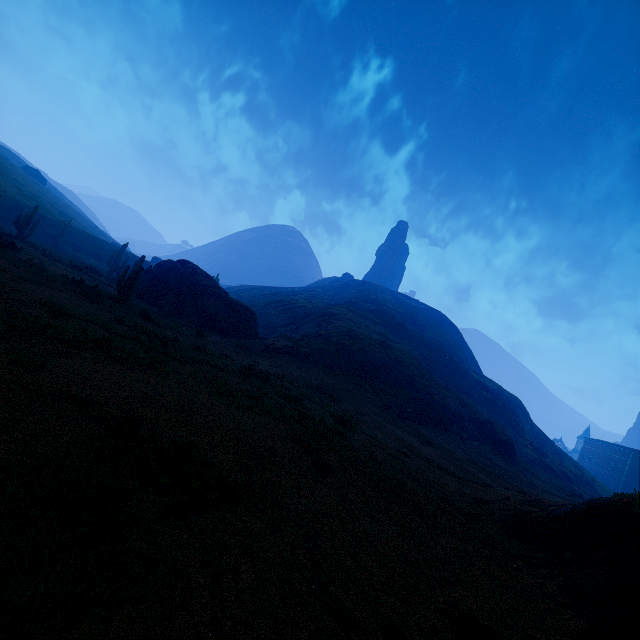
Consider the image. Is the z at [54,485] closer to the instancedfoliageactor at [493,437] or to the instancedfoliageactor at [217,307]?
the instancedfoliageactor at [493,437]

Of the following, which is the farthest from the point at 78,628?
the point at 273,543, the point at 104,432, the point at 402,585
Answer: the point at 402,585

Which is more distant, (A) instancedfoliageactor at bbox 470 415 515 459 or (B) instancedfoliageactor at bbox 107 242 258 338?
(A) instancedfoliageactor at bbox 470 415 515 459

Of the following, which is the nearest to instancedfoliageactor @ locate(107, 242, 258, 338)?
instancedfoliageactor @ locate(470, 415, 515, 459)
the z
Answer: the z

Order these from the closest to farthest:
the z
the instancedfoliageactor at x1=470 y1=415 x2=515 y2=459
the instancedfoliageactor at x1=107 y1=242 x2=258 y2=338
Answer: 1. the z
2. the instancedfoliageactor at x1=107 y1=242 x2=258 y2=338
3. the instancedfoliageactor at x1=470 y1=415 x2=515 y2=459

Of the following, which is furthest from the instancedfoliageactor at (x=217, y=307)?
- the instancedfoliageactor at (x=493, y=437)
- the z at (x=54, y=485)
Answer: the instancedfoliageactor at (x=493, y=437)
